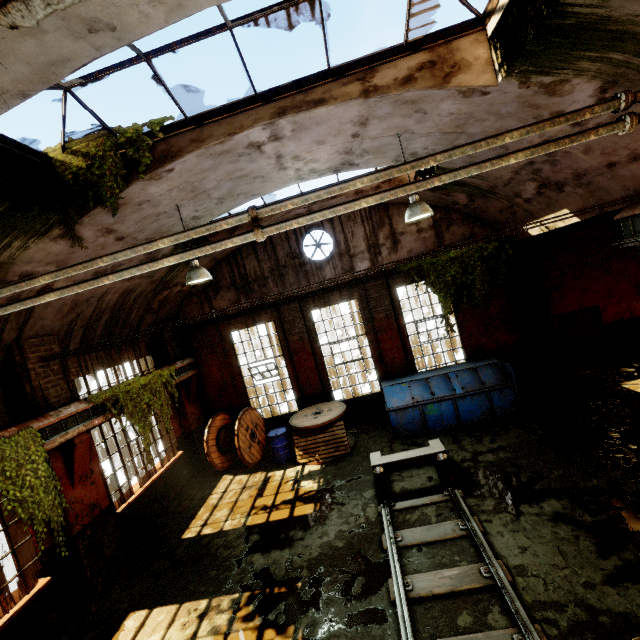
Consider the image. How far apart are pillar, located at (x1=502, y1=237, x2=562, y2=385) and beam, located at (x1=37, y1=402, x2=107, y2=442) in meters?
12.5 m

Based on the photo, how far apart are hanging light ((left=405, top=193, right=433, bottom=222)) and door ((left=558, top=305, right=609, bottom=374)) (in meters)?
7.82

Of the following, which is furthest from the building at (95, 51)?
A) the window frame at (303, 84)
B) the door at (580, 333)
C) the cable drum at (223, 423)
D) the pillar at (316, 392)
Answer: the door at (580, 333)

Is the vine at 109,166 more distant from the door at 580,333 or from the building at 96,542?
the door at 580,333

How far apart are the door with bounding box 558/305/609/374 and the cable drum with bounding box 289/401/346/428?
7.9m

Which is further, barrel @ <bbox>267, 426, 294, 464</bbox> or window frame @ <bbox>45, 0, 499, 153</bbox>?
barrel @ <bbox>267, 426, 294, 464</bbox>

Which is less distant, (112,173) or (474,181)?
(112,173)

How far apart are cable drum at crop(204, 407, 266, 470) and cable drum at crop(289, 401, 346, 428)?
1.7 meters
